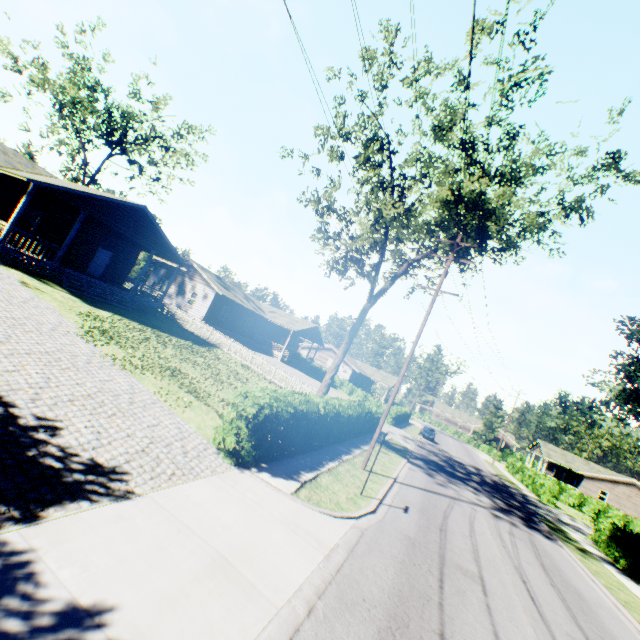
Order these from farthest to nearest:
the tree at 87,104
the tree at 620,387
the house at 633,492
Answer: the house at 633,492
the tree at 87,104
the tree at 620,387

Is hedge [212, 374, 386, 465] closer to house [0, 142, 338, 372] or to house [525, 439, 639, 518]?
house [0, 142, 338, 372]

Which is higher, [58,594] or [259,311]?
[259,311]

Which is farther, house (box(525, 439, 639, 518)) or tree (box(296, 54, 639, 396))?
house (box(525, 439, 639, 518))

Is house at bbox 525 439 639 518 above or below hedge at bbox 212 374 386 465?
above

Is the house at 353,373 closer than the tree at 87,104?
No

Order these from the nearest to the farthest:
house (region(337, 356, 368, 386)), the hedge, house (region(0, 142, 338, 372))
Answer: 1. the hedge
2. house (region(0, 142, 338, 372))
3. house (region(337, 356, 368, 386))

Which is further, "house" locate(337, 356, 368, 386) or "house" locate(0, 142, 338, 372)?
"house" locate(337, 356, 368, 386)
